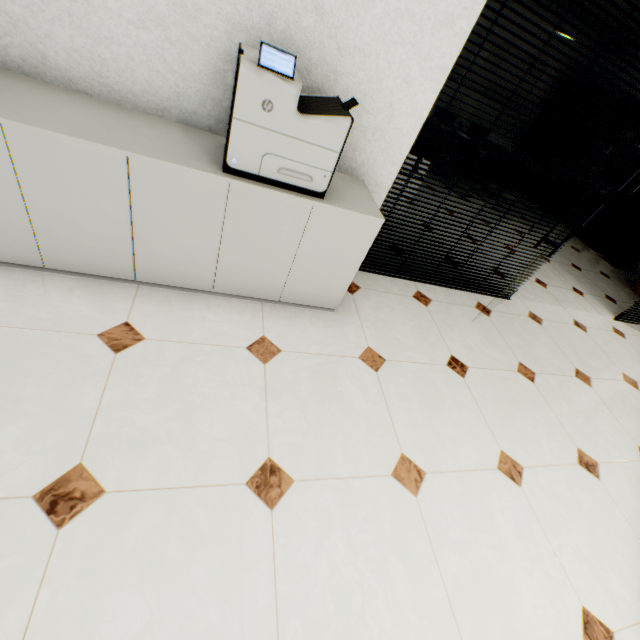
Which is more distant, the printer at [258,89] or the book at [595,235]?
the book at [595,235]

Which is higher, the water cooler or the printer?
the printer

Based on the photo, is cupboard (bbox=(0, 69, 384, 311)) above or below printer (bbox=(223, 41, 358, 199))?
below

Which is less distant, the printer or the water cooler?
the printer

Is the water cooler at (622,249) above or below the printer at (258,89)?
below

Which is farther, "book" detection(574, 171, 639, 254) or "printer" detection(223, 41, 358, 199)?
"book" detection(574, 171, 639, 254)

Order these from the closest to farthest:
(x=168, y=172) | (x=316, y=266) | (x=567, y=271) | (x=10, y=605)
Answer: (x=10, y=605)
(x=168, y=172)
(x=316, y=266)
(x=567, y=271)

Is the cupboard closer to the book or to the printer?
the printer
